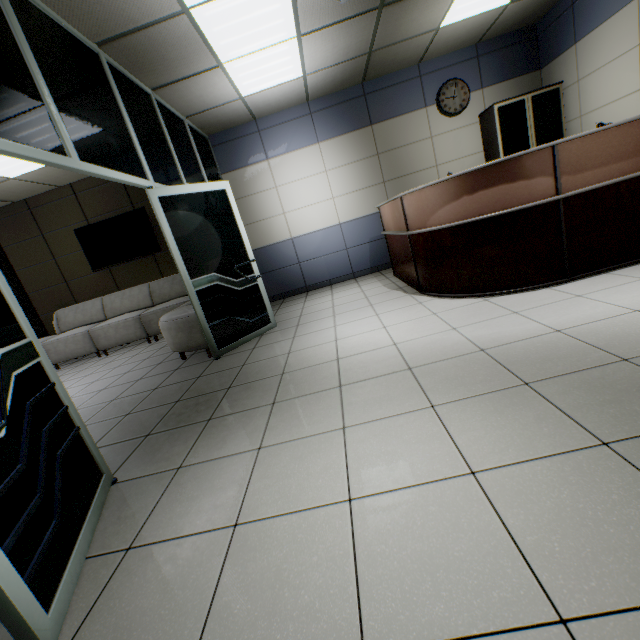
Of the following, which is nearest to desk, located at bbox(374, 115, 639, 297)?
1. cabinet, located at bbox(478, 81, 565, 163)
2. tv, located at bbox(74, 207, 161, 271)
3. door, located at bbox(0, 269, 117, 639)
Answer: cabinet, located at bbox(478, 81, 565, 163)

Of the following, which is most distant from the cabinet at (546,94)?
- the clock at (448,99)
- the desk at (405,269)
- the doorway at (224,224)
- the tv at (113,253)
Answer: the tv at (113,253)

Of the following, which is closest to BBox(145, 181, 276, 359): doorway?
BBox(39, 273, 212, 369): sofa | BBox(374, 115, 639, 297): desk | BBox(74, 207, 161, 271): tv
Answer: BBox(39, 273, 212, 369): sofa

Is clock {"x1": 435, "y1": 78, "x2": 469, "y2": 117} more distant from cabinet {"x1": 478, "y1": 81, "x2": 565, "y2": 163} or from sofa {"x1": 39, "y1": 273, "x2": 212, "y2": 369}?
sofa {"x1": 39, "y1": 273, "x2": 212, "y2": 369}

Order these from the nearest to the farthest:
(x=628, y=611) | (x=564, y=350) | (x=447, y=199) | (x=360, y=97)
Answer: (x=628, y=611) → (x=564, y=350) → (x=447, y=199) → (x=360, y=97)

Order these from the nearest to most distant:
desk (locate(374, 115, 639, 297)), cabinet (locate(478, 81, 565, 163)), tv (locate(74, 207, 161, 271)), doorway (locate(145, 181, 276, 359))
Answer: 1. desk (locate(374, 115, 639, 297))
2. doorway (locate(145, 181, 276, 359))
3. cabinet (locate(478, 81, 565, 163))
4. tv (locate(74, 207, 161, 271))

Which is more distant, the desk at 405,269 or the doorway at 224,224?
the doorway at 224,224

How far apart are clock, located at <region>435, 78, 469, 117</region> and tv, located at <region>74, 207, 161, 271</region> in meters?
5.7
